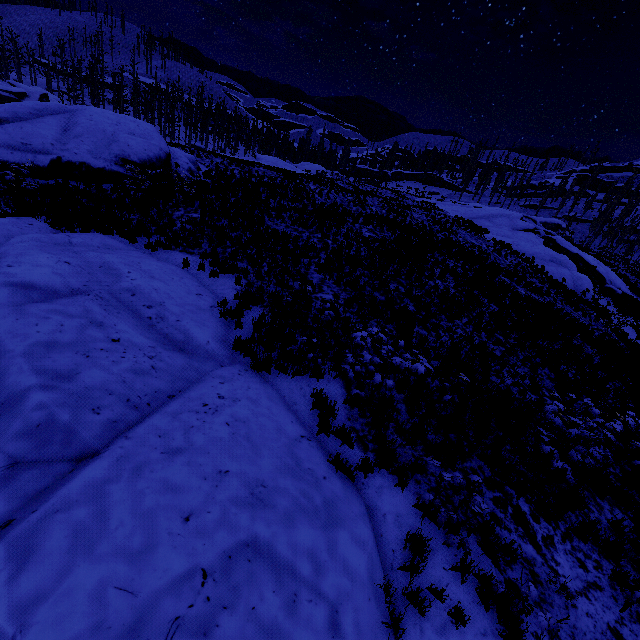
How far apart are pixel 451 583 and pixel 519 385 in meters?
6.2

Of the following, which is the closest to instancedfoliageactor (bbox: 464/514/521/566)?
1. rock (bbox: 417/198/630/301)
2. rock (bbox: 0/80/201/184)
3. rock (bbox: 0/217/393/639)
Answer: rock (bbox: 0/217/393/639)

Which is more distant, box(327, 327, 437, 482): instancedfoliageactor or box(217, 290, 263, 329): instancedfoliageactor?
box(217, 290, 263, 329): instancedfoliageactor

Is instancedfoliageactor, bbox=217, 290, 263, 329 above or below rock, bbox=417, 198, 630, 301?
below

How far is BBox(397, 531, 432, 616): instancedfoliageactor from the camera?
4.1m

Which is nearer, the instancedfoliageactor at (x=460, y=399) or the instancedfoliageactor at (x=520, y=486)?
the instancedfoliageactor at (x=520, y=486)

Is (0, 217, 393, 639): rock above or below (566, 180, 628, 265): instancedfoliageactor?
below
